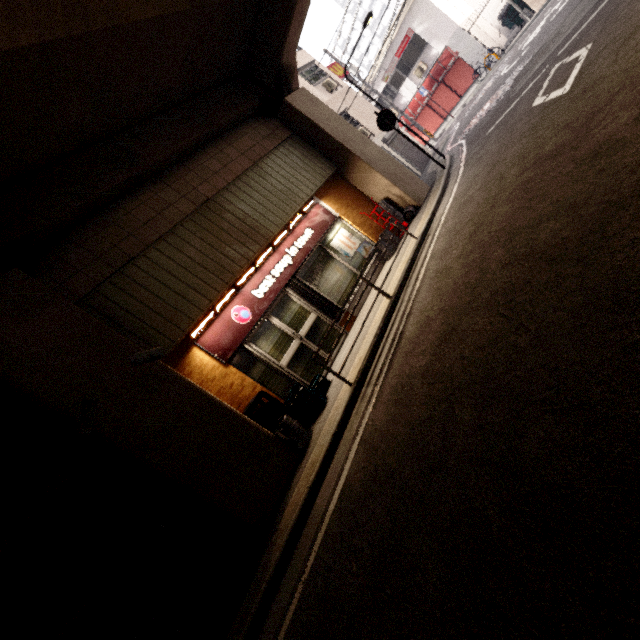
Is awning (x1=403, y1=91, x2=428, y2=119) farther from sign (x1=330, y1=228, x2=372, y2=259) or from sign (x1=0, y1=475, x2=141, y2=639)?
sign (x1=0, y1=475, x2=141, y2=639)

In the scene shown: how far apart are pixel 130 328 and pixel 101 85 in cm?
472

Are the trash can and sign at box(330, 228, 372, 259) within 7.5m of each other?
yes

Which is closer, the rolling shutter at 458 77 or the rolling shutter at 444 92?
the rolling shutter at 458 77

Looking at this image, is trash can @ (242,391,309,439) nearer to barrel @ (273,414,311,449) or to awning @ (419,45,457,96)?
barrel @ (273,414,311,449)

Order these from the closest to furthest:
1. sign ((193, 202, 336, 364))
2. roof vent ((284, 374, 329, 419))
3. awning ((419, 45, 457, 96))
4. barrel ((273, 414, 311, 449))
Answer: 1. barrel ((273, 414, 311, 449))
2. roof vent ((284, 374, 329, 419))
3. sign ((193, 202, 336, 364))
4. awning ((419, 45, 457, 96))

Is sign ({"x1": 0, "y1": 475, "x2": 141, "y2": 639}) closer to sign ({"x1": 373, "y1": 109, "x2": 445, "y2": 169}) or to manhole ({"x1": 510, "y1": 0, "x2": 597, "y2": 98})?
sign ({"x1": 373, "y1": 109, "x2": 445, "y2": 169})

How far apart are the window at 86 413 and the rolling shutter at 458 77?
25.4m
